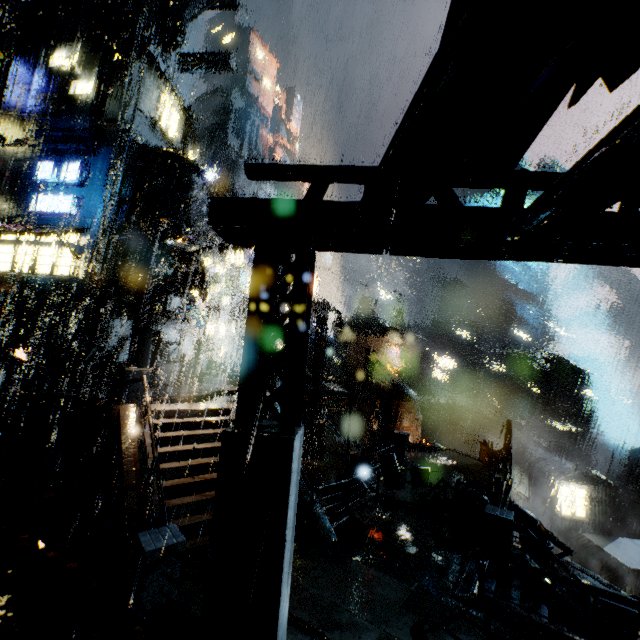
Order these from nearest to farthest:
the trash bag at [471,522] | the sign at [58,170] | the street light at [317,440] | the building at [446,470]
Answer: the trash bag at [471,522] → the building at [446,470] → the sign at [58,170] → the street light at [317,440]

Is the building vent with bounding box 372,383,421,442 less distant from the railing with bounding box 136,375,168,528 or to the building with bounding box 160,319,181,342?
the building with bounding box 160,319,181,342

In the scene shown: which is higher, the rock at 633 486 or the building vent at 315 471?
the building vent at 315 471

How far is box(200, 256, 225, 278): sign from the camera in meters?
37.1

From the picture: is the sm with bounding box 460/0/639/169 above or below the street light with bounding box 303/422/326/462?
above

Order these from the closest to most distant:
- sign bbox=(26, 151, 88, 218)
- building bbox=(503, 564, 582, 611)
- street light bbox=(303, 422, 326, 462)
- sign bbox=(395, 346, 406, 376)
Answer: building bbox=(503, 564, 582, 611)
sign bbox=(26, 151, 88, 218)
street light bbox=(303, 422, 326, 462)
sign bbox=(395, 346, 406, 376)

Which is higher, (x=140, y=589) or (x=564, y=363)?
(x=564, y=363)

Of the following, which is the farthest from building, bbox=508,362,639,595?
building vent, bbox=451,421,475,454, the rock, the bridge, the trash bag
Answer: the rock
